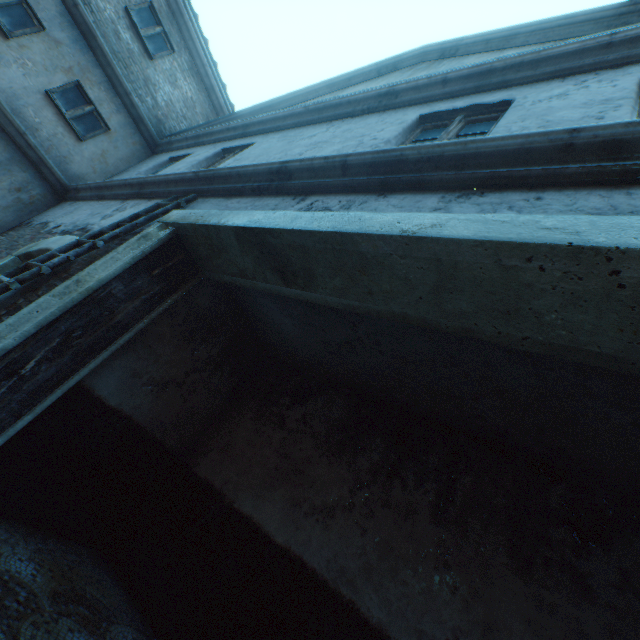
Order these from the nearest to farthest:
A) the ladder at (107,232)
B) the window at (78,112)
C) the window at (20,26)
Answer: the ladder at (107,232), the window at (20,26), the window at (78,112)

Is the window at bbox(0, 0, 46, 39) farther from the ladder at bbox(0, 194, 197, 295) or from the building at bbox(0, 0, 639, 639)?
the ladder at bbox(0, 194, 197, 295)

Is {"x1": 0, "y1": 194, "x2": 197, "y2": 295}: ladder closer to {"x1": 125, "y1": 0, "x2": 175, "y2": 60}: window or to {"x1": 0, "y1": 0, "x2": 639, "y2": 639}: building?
{"x1": 0, "y1": 0, "x2": 639, "y2": 639}: building

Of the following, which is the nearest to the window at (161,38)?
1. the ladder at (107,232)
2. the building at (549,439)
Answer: the building at (549,439)

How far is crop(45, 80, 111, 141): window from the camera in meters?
6.8

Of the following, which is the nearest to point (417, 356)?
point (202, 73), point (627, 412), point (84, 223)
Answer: point (627, 412)

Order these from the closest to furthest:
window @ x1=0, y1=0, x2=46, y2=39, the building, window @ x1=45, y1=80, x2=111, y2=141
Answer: the building, window @ x1=0, y1=0, x2=46, y2=39, window @ x1=45, y1=80, x2=111, y2=141

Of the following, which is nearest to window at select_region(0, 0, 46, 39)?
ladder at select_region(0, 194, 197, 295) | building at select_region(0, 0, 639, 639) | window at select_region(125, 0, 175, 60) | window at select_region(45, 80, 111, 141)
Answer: building at select_region(0, 0, 639, 639)
